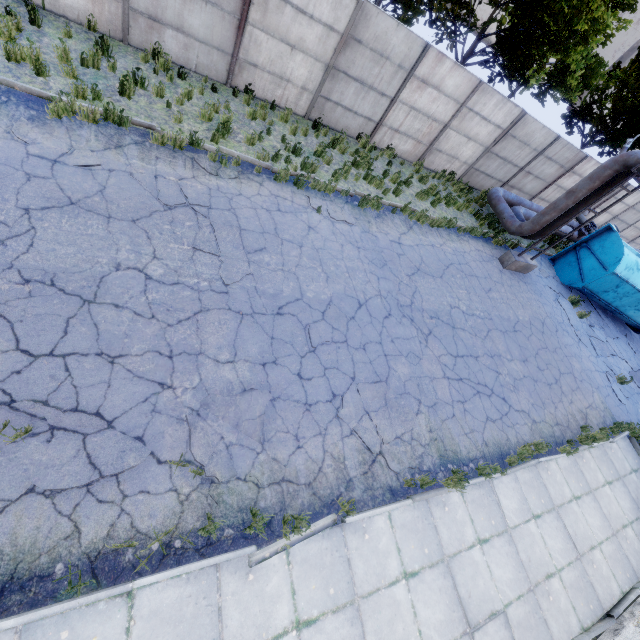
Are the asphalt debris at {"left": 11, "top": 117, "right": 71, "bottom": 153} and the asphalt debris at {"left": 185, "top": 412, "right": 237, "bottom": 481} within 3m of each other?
no

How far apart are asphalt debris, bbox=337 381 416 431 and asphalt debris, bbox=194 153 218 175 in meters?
6.1

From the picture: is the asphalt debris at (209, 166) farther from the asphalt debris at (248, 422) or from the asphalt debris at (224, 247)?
the asphalt debris at (248, 422)

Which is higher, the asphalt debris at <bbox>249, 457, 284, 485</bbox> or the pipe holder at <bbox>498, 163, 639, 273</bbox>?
the pipe holder at <bbox>498, 163, 639, 273</bbox>

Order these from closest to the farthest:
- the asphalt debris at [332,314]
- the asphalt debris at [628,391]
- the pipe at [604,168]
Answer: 1. the asphalt debris at [332,314]
2. the pipe at [604,168]
3. the asphalt debris at [628,391]

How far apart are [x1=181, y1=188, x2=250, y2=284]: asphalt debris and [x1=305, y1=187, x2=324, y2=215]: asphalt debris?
2.7m

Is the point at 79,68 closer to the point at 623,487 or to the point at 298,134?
the point at 298,134

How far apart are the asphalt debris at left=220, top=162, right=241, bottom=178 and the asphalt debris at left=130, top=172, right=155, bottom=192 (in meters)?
0.80
